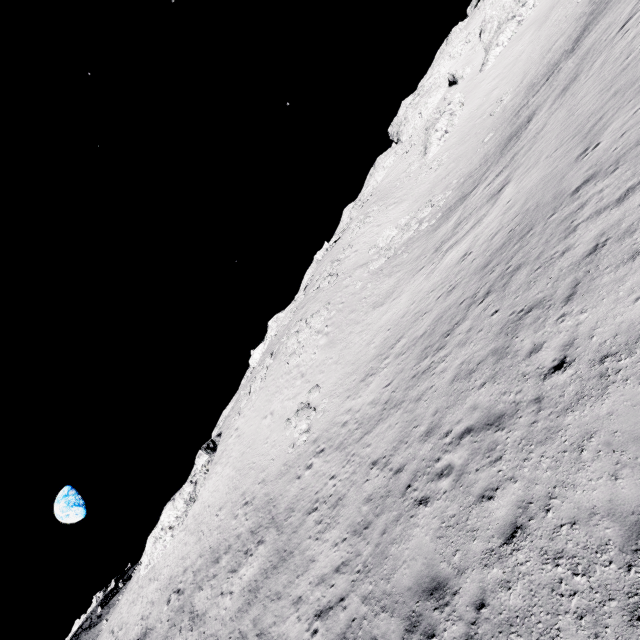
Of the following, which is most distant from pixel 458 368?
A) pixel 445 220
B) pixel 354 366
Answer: pixel 445 220

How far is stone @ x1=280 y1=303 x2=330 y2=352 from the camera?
32.97m

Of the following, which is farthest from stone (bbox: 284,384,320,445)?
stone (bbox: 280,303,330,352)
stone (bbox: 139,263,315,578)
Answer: stone (bbox: 139,263,315,578)

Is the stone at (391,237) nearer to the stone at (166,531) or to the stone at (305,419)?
the stone at (305,419)

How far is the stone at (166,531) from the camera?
33.9 meters

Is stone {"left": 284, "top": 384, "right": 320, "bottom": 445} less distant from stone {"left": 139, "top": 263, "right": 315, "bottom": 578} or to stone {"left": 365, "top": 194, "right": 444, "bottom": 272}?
stone {"left": 365, "top": 194, "right": 444, "bottom": 272}

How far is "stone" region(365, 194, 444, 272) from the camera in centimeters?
3131cm

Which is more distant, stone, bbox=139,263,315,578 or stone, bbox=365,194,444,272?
stone, bbox=139,263,315,578
